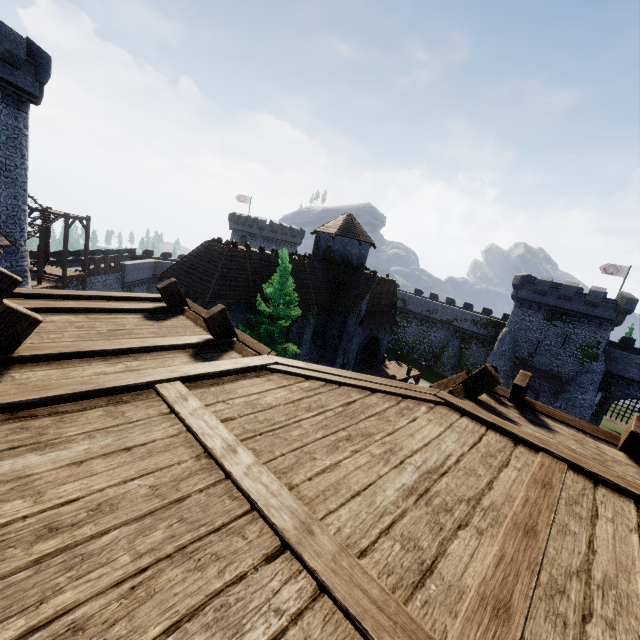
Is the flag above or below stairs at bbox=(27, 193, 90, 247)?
above

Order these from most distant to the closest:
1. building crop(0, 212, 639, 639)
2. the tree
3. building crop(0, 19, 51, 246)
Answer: the tree < building crop(0, 19, 51, 246) < building crop(0, 212, 639, 639)

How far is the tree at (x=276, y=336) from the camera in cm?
1956

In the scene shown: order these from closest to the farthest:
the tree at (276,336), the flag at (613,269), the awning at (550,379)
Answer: the tree at (276,336) < the awning at (550,379) < the flag at (613,269)

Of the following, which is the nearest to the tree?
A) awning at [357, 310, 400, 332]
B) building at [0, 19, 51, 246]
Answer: awning at [357, 310, 400, 332]

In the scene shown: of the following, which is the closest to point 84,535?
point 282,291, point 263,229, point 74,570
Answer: point 74,570

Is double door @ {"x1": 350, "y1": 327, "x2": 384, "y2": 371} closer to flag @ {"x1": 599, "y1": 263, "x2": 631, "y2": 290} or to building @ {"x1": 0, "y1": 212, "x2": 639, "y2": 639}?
building @ {"x1": 0, "y1": 212, "x2": 639, "y2": 639}

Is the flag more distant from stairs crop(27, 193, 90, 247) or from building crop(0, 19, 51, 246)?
stairs crop(27, 193, 90, 247)
